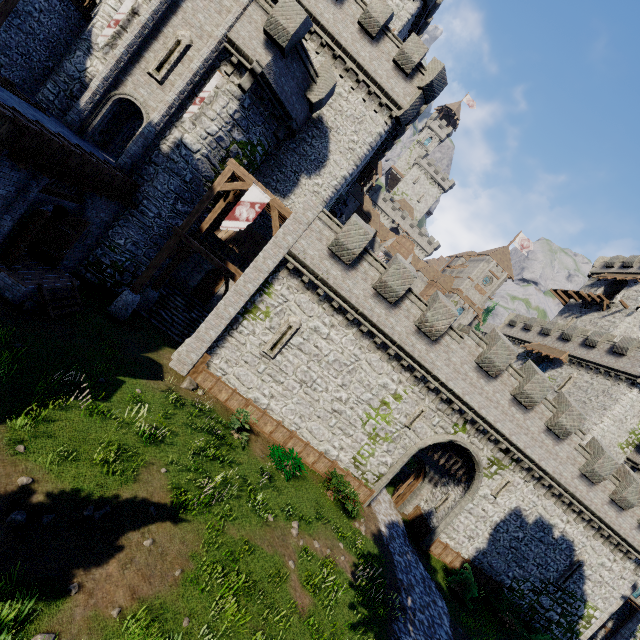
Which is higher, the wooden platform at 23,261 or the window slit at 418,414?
the window slit at 418,414

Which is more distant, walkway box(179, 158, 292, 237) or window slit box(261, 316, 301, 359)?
window slit box(261, 316, 301, 359)

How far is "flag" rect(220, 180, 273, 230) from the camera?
15.8 meters

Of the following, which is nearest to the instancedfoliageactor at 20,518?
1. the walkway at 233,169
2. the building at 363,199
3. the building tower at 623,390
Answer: the walkway at 233,169

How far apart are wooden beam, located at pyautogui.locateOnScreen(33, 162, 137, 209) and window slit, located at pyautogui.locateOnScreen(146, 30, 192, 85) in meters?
6.6 m

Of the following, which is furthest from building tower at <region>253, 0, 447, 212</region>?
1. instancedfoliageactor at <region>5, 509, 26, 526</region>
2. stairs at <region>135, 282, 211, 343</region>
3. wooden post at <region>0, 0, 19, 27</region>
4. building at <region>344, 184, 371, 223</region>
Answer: instancedfoliageactor at <region>5, 509, 26, 526</region>

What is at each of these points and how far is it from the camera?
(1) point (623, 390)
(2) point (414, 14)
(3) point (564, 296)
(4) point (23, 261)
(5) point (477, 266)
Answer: (1) building tower, 28.8m
(2) building, 31.5m
(3) walkway, 48.6m
(4) wooden platform, 12.9m
(5) building, 59.6m

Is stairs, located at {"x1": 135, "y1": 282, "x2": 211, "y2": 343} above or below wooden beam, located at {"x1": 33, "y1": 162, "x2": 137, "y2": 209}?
below
